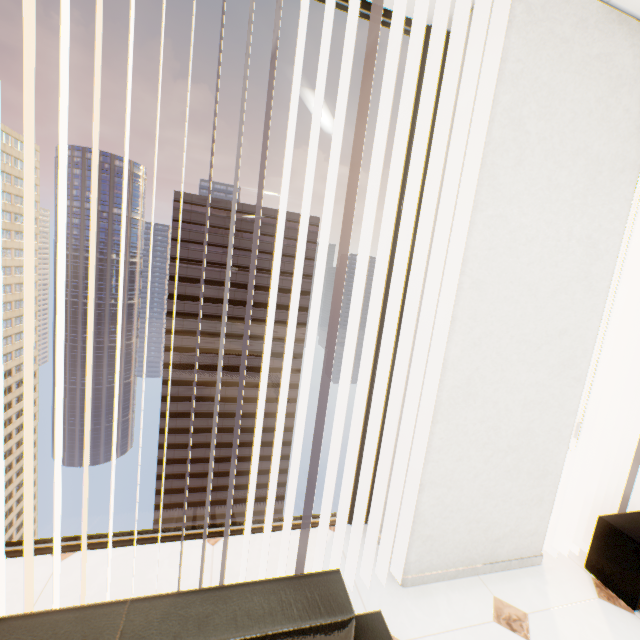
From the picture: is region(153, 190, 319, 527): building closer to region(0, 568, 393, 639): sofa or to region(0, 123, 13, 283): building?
region(0, 123, 13, 283): building

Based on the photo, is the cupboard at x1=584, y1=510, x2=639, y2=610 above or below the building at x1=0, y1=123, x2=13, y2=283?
below

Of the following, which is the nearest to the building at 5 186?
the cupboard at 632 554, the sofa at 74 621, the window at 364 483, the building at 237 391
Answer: the building at 237 391

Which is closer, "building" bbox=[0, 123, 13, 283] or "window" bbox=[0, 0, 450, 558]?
"window" bbox=[0, 0, 450, 558]

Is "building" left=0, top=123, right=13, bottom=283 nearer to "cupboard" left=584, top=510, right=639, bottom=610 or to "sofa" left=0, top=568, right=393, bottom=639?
"sofa" left=0, top=568, right=393, bottom=639

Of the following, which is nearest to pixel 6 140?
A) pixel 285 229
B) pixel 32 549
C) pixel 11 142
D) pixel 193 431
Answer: pixel 11 142

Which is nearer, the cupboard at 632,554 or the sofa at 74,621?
the sofa at 74,621

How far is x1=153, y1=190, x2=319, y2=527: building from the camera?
53.50m
